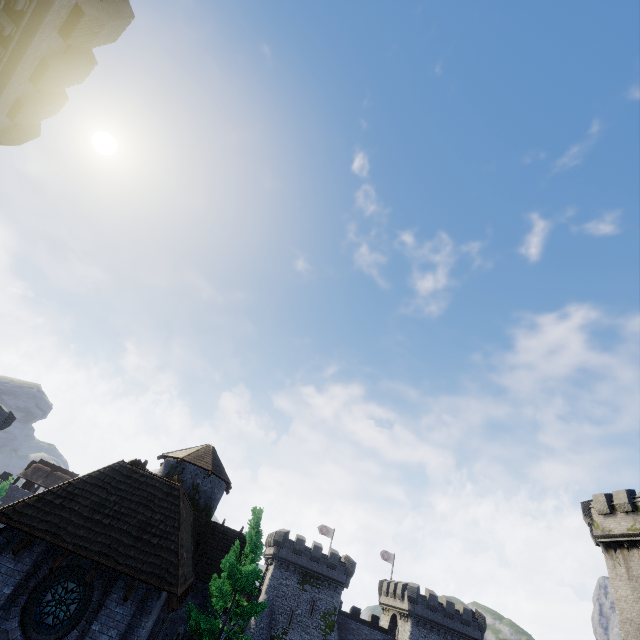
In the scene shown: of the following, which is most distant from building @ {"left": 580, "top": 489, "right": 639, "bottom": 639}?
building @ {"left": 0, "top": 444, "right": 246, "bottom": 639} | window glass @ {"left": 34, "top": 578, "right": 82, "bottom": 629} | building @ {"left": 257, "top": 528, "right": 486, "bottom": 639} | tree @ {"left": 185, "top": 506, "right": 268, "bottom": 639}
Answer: building @ {"left": 257, "top": 528, "right": 486, "bottom": 639}

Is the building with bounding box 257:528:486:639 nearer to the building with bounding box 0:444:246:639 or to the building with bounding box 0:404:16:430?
the building with bounding box 0:444:246:639

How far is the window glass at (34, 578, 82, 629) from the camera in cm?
1057

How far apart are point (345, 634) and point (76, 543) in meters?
47.6

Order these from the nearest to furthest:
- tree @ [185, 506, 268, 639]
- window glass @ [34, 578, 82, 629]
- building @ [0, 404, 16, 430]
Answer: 1. window glass @ [34, 578, 82, 629]
2. tree @ [185, 506, 268, 639]
3. building @ [0, 404, 16, 430]

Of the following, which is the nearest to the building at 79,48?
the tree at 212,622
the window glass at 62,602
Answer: the window glass at 62,602

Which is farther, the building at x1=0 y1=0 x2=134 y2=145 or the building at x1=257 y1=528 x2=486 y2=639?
the building at x1=257 y1=528 x2=486 y2=639

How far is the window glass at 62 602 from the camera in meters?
10.6
